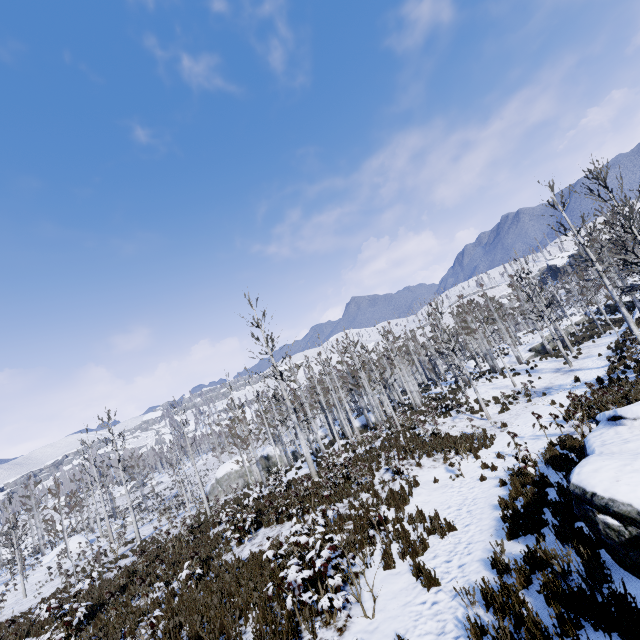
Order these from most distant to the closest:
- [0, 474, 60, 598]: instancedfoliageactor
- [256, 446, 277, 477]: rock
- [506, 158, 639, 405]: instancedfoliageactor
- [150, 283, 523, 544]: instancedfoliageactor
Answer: [256, 446, 277, 477]: rock → [0, 474, 60, 598]: instancedfoliageactor → [150, 283, 523, 544]: instancedfoliageactor → [506, 158, 639, 405]: instancedfoliageactor

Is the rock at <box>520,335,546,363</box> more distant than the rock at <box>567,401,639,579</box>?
Yes

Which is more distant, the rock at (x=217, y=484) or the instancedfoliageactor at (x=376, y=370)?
the rock at (x=217, y=484)

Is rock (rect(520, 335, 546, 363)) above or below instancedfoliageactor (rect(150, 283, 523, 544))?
below

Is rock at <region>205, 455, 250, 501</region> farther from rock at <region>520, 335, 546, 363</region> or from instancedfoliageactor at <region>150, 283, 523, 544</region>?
rock at <region>520, 335, 546, 363</region>

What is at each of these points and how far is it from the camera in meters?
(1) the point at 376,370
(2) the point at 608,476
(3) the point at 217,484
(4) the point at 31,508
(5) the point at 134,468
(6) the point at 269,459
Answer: (1) instancedfoliageactor, 56.8
(2) rock, 4.2
(3) rock, 36.8
(4) instancedfoliageactor, 47.1
(5) instancedfoliageactor, 47.7
(6) rock, 38.1

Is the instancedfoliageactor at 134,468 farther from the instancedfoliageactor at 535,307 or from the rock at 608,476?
the instancedfoliageactor at 535,307

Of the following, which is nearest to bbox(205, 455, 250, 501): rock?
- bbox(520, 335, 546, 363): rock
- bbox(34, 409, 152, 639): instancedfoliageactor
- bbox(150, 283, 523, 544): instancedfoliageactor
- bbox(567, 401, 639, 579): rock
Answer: bbox(34, 409, 152, 639): instancedfoliageactor
